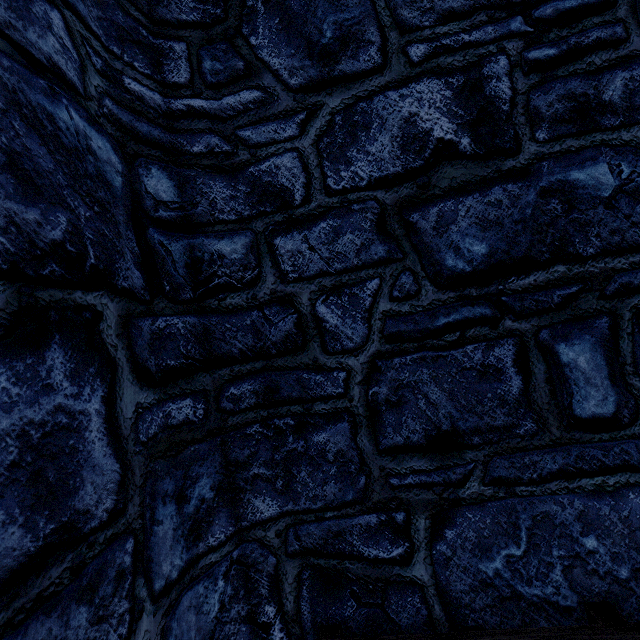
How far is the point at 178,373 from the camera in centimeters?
159cm
